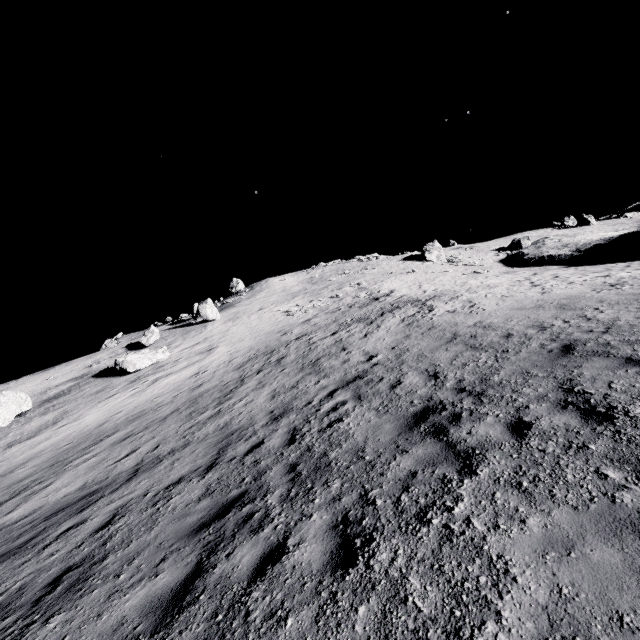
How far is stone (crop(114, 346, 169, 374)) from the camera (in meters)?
23.27

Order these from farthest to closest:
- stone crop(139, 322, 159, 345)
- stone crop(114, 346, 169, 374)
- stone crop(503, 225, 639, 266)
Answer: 1. stone crop(503, 225, 639, 266)
2. stone crop(139, 322, 159, 345)
3. stone crop(114, 346, 169, 374)

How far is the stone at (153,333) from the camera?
29.7 meters

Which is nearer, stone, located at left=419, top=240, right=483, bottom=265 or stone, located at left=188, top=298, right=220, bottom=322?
stone, located at left=188, top=298, right=220, bottom=322

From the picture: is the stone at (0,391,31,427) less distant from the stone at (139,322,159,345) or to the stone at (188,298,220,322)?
the stone at (139,322,159,345)

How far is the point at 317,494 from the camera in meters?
5.1

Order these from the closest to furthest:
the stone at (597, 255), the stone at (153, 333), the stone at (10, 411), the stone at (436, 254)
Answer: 1. the stone at (10, 411)
2. the stone at (153, 333)
3. the stone at (597, 255)
4. the stone at (436, 254)

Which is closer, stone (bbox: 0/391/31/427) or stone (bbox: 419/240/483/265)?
stone (bbox: 0/391/31/427)
